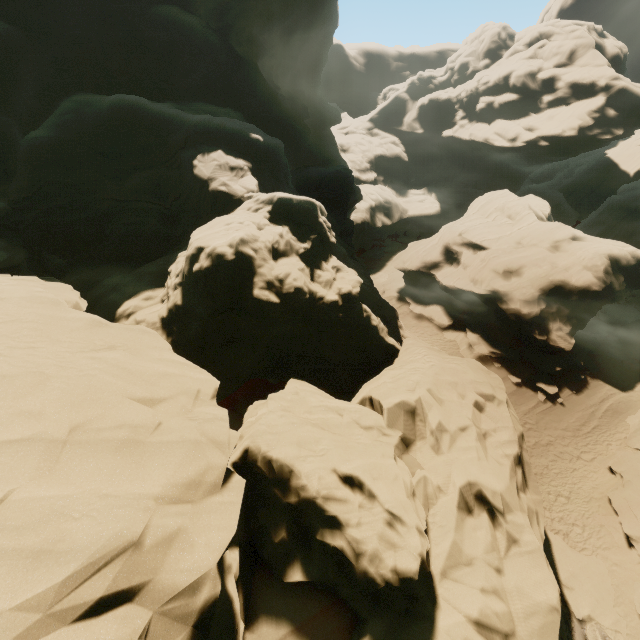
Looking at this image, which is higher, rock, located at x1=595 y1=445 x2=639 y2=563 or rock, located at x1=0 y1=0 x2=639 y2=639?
rock, located at x1=0 y1=0 x2=639 y2=639

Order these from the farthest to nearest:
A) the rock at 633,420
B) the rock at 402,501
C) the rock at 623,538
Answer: the rock at 633,420
the rock at 623,538
the rock at 402,501

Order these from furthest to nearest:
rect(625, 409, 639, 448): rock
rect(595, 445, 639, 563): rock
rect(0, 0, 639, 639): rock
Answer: rect(625, 409, 639, 448): rock
rect(595, 445, 639, 563): rock
rect(0, 0, 639, 639): rock

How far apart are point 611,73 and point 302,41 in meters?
31.6

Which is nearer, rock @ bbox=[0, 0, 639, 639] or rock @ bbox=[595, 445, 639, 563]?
rock @ bbox=[0, 0, 639, 639]

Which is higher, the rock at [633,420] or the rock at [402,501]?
the rock at [402,501]
